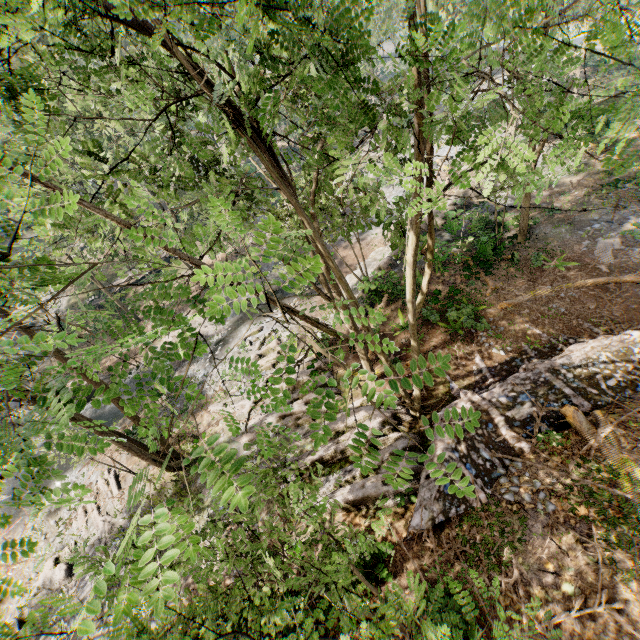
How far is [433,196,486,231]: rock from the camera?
20.45m

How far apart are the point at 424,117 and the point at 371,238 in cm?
2638

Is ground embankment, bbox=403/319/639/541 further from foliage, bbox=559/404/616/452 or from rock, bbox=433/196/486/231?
rock, bbox=433/196/486/231

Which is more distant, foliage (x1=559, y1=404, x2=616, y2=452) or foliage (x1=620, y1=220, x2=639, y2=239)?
foliage (x1=620, y1=220, x2=639, y2=239)

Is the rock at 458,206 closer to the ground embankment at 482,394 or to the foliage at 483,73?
the foliage at 483,73

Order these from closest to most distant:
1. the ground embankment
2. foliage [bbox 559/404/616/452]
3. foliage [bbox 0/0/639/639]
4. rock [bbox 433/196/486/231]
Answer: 1. foliage [bbox 0/0/639/639]
2. foliage [bbox 559/404/616/452]
3. the ground embankment
4. rock [bbox 433/196/486/231]

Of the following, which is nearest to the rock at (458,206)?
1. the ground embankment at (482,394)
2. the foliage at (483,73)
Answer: the foliage at (483,73)
